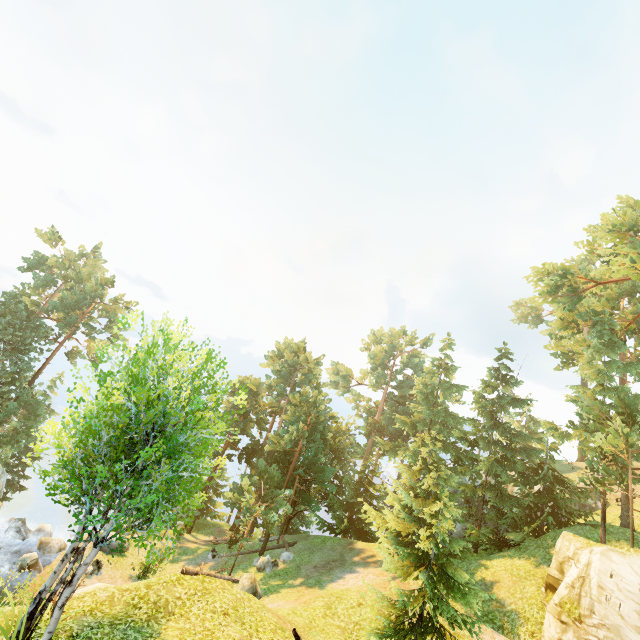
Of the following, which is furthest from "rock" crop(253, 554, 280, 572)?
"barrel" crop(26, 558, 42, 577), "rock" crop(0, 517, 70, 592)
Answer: "barrel" crop(26, 558, 42, 577)

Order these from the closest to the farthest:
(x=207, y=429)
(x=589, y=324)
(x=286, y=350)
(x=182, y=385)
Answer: (x=182, y=385) → (x=207, y=429) → (x=589, y=324) → (x=286, y=350)

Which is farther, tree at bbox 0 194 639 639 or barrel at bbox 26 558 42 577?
barrel at bbox 26 558 42 577

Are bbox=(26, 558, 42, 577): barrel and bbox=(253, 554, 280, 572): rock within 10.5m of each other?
no

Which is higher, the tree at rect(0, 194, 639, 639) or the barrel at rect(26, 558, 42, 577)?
the tree at rect(0, 194, 639, 639)

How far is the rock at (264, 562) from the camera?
23.7m

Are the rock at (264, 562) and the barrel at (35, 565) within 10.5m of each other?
no
